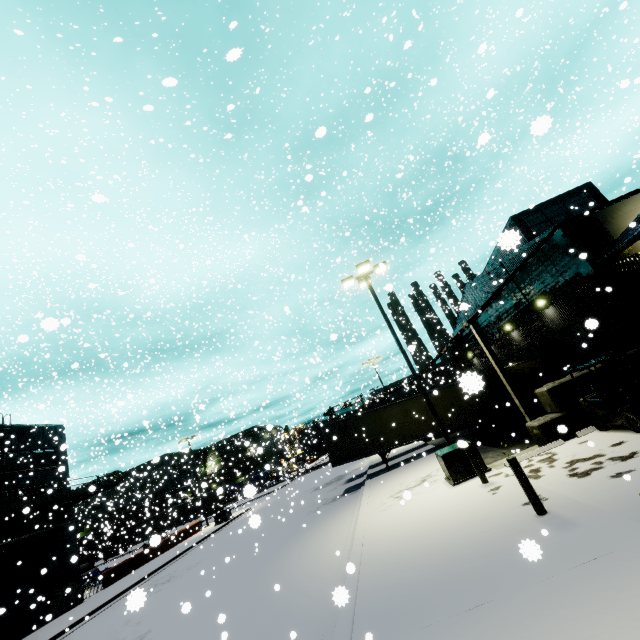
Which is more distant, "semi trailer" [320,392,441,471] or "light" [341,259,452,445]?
"semi trailer" [320,392,441,471]

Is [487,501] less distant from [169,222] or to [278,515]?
[278,515]

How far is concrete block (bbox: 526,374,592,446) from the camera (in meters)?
11.77

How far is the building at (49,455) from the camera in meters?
27.5 m

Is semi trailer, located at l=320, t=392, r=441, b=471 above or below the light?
below

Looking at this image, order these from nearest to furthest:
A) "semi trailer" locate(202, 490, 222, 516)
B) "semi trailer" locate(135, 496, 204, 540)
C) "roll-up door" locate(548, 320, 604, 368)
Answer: "roll-up door" locate(548, 320, 604, 368), "semi trailer" locate(135, 496, 204, 540), "semi trailer" locate(202, 490, 222, 516)

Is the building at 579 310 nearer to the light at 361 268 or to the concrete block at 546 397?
the concrete block at 546 397

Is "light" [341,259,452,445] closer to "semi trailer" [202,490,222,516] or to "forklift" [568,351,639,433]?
"semi trailer" [202,490,222,516]
